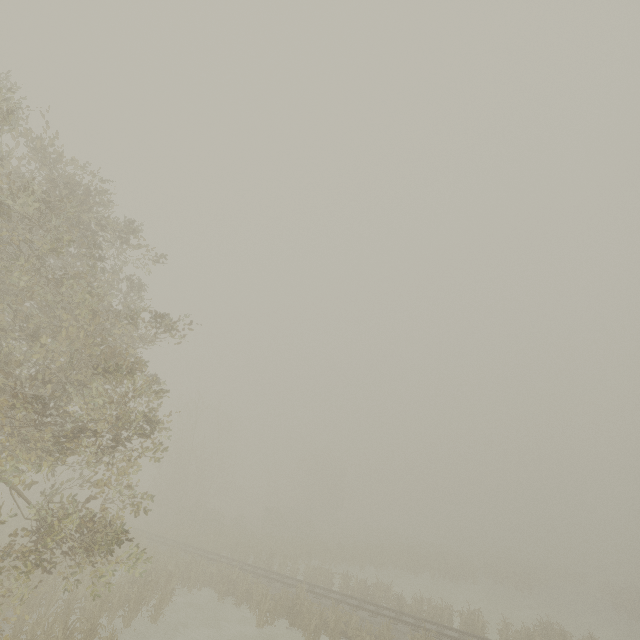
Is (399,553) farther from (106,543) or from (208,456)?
(106,543)
